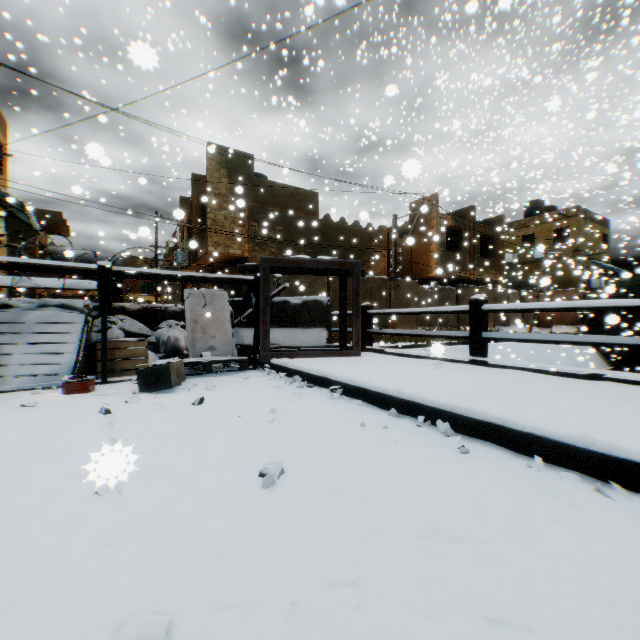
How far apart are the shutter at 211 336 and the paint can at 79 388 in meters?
2.0 m

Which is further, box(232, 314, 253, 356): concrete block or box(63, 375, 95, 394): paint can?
box(232, 314, 253, 356): concrete block

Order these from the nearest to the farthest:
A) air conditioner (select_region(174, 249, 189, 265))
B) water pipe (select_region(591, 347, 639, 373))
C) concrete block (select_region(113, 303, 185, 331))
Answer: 1. concrete block (select_region(113, 303, 185, 331))
2. air conditioner (select_region(174, 249, 189, 265))
3. water pipe (select_region(591, 347, 639, 373))

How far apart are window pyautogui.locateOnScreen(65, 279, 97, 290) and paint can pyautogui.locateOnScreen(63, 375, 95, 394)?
2.18m

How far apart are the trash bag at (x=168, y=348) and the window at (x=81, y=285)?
0.4 meters

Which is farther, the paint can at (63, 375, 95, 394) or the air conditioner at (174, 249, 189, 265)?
the air conditioner at (174, 249, 189, 265)

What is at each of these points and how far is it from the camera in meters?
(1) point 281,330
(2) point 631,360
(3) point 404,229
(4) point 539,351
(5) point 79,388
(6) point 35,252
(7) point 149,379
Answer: (1) concrete block, 6.6
(2) water pipe, 21.5
(3) building, 21.5
(4) concrete channel, 18.8
(5) paint can, 3.4
(6) building, 25.9
(7) cardboard box, 3.5

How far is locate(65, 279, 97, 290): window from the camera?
5.1 meters
